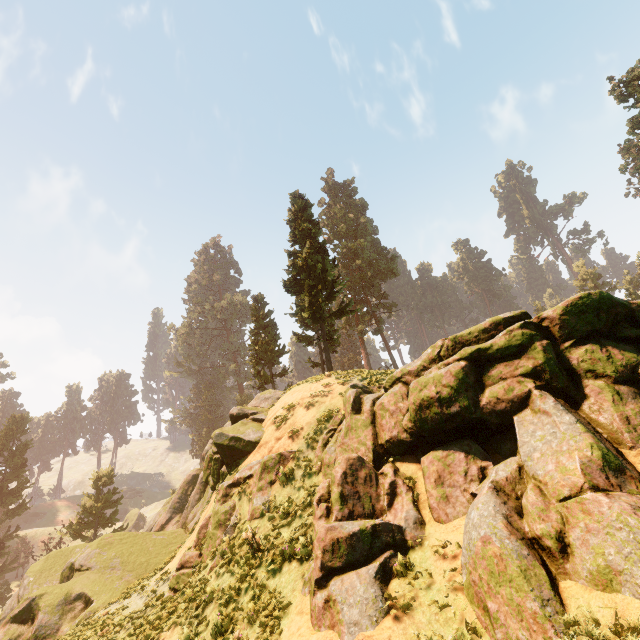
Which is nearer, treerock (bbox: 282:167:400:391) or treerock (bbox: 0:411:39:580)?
treerock (bbox: 282:167:400:391)

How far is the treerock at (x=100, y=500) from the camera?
36.6 meters

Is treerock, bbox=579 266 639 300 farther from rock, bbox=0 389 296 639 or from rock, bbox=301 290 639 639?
rock, bbox=301 290 639 639

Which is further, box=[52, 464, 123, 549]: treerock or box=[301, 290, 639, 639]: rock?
box=[52, 464, 123, 549]: treerock

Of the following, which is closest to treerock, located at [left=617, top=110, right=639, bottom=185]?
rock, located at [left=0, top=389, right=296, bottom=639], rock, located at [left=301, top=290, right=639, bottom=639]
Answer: rock, located at [left=0, top=389, right=296, bottom=639]

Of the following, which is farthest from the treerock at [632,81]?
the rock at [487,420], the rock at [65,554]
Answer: the rock at [487,420]

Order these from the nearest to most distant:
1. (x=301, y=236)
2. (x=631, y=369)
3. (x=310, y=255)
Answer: (x=631, y=369), (x=310, y=255), (x=301, y=236)
